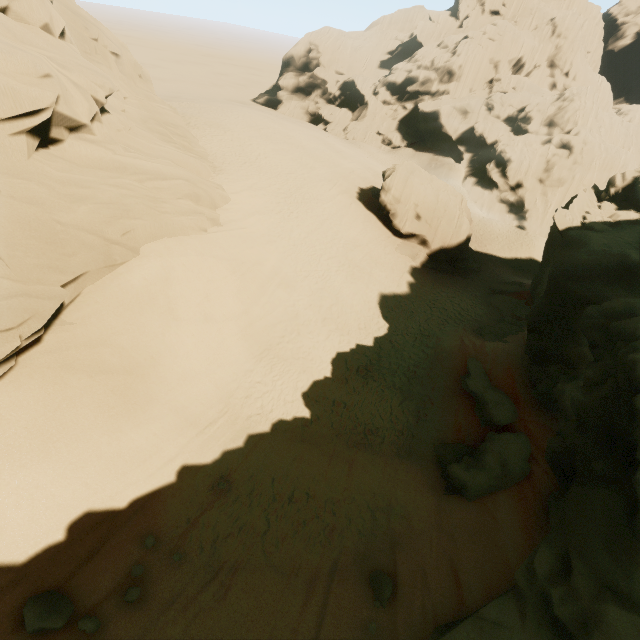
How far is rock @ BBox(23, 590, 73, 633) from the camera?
6.1m

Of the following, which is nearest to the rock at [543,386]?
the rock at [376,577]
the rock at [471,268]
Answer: the rock at [376,577]

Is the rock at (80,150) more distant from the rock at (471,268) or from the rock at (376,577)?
the rock at (471,268)

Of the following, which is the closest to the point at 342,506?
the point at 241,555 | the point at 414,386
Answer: the point at 241,555

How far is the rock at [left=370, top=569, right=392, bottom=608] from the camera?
8.0m

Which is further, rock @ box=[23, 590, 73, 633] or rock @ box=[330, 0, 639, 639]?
rock @ box=[330, 0, 639, 639]

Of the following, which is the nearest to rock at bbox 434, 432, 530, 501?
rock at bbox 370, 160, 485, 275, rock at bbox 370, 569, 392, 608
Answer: rock at bbox 370, 569, 392, 608
